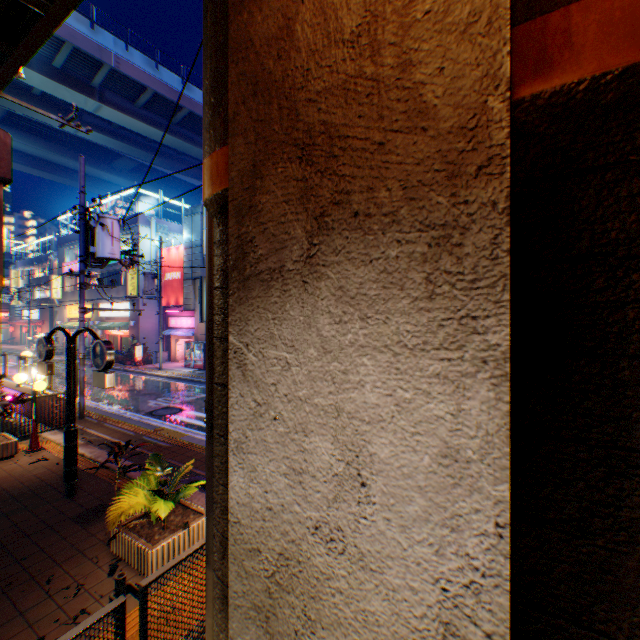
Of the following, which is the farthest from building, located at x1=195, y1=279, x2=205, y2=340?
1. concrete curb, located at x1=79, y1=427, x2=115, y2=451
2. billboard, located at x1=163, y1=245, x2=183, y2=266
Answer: concrete curb, located at x1=79, y1=427, x2=115, y2=451

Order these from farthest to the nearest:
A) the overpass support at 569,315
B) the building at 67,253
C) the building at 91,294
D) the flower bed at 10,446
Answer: the building at 67,253
the building at 91,294
the flower bed at 10,446
the overpass support at 569,315

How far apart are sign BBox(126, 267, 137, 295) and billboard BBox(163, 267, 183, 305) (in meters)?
1.83

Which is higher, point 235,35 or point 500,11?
point 235,35

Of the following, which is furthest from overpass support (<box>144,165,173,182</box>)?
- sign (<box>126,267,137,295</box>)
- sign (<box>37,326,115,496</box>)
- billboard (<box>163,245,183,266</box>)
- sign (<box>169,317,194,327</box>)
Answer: sign (<box>169,317,194,327</box>)

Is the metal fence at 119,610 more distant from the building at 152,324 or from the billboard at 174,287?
the building at 152,324

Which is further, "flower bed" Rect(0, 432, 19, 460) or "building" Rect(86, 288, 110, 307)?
"building" Rect(86, 288, 110, 307)

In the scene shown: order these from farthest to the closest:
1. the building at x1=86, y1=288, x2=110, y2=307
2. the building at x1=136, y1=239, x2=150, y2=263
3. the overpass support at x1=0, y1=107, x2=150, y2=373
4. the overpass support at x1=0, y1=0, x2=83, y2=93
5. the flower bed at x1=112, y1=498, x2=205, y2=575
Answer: the building at x1=86, y1=288, x2=110, y2=307, the building at x1=136, y1=239, x2=150, y2=263, the overpass support at x1=0, y1=107, x2=150, y2=373, the overpass support at x1=0, y1=0, x2=83, y2=93, the flower bed at x1=112, y1=498, x2=205, y2=575
